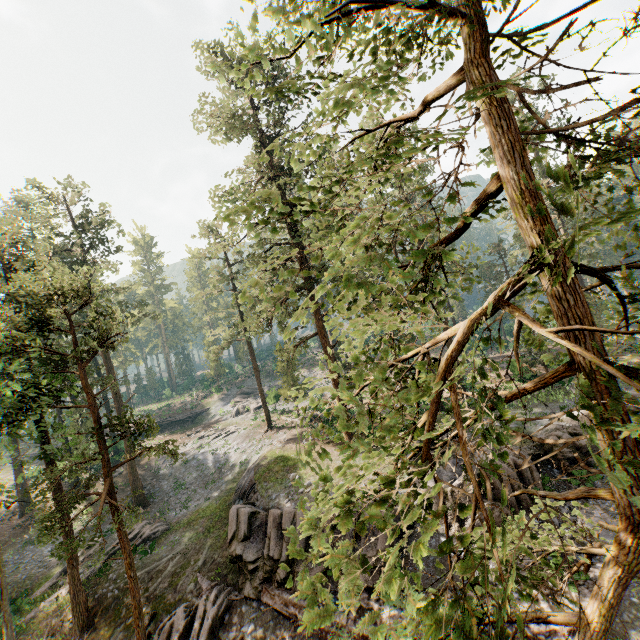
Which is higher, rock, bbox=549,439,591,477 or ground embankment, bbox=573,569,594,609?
rock, bbox=549,439,591,477

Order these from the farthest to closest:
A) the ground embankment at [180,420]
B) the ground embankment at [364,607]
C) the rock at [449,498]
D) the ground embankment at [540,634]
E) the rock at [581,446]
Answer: the ground embankment at [180,420] → the rock at [581,446] → the rock at [449,498] → the ground embankment at [364,607] → the ground embankment at [540,634]

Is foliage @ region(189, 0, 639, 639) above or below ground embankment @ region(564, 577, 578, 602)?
above

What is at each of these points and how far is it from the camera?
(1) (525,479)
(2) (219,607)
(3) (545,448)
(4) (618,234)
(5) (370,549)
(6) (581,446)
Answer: (1) rock, 15.99m
(2) foliage, 16.17m
(3) rock, 17.69m
(4) foliage, 6.14m
(5) rock, 14.95m
(6) rock, 17.09m

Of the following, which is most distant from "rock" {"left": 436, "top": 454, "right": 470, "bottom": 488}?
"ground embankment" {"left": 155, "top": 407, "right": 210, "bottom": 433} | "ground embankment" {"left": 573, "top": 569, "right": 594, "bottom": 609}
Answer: "ground embankment" {"left": 155, "top": 407, "right": 210, "bottom": 433}

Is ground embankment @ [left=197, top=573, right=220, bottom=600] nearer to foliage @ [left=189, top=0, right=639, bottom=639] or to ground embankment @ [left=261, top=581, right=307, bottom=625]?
foliage @ [left=189, top=0, right=639, bottom=639]

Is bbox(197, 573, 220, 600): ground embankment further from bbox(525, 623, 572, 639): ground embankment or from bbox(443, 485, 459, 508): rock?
bbox(525, 623, 572, 639): ground embankment

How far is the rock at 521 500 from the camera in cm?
1513
